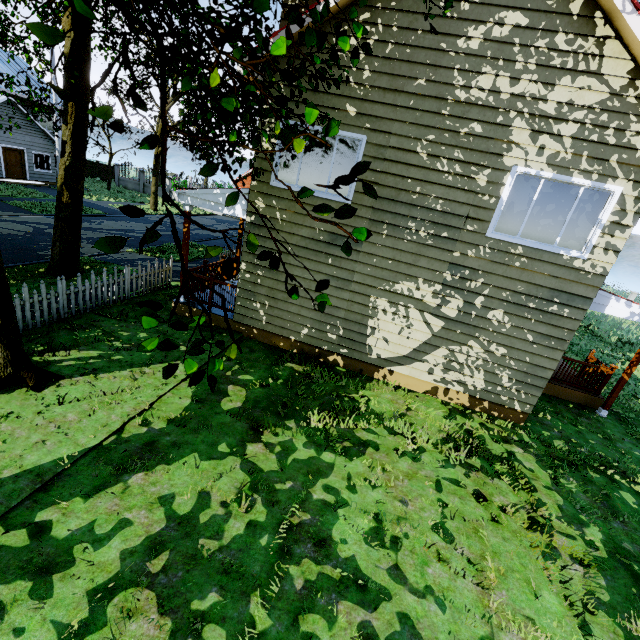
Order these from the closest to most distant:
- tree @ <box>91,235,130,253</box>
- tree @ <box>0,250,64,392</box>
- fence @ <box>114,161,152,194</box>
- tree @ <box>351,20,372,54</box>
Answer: tree @ <box>91,235,130,253</box>
tree @ <box>351,20,372,54</box>
tree @ <box>0,250,64,392</box>
fence @ <box>114,161,152,194</box>

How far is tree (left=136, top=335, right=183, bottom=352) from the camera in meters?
1.4 m

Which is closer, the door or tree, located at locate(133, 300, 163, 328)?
tree, located at locate(133, 300, 163, 328)

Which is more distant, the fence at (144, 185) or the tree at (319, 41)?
the fence at (144, 185)

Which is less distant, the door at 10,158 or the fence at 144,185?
the door at 10,158

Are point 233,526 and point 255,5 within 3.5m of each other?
no

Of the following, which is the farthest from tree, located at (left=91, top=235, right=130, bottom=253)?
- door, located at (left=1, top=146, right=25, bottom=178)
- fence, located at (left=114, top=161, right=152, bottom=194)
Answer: door, located at (left=1, top=146, right=25, bottom=178)
